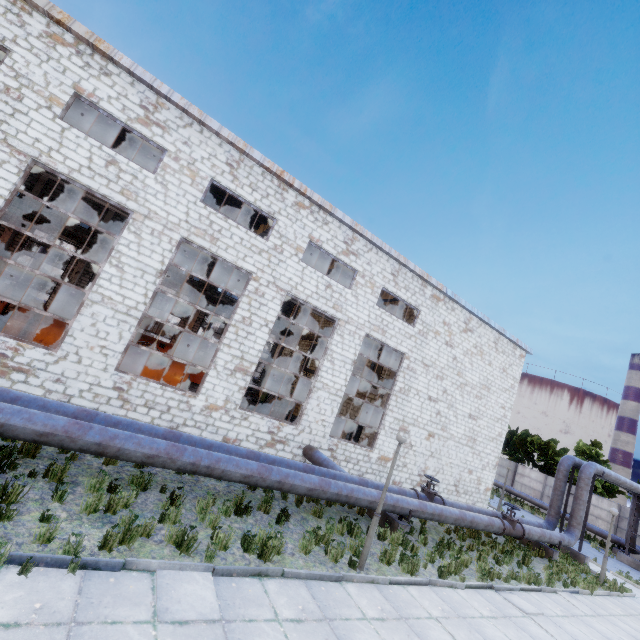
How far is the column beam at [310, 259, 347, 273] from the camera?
18.8 meters

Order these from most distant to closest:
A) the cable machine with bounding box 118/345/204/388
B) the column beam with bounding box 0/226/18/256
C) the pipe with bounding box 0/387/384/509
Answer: the column beam with bounding box 0/226/18/256
the cable machine with bounding box 118/345/204/388
the pipe with bounding box 0/387/384/509

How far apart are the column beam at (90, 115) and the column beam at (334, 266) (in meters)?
13.01

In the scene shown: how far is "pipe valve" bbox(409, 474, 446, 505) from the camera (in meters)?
12.74

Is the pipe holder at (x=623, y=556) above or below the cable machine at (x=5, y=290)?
below

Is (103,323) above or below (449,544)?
above

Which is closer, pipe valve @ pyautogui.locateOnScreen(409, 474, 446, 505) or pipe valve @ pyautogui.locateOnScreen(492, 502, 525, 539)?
pipe valve @ pyautogui.locateOnScreen(409, 474, 446, 505)

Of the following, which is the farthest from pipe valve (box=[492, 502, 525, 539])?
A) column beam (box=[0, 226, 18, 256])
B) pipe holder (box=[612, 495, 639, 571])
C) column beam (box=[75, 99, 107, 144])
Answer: column beam (box=[0, 226, 18, 256])
